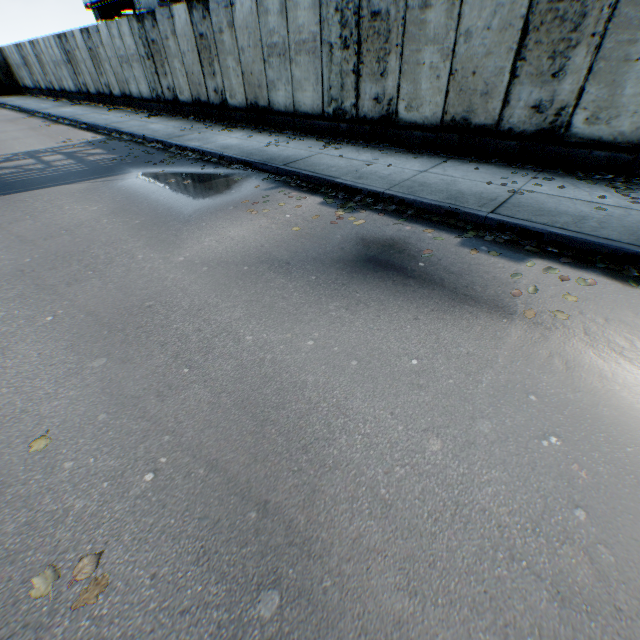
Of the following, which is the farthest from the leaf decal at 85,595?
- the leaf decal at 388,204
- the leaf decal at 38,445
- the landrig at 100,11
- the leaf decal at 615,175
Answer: the landrig at 100,11

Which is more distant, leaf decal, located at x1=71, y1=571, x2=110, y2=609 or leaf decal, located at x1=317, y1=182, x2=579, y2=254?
leaf decal, located at x1=317, y1=182, x2=579, y2=254

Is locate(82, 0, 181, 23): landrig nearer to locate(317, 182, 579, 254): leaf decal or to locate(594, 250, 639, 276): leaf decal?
locate(317, 182, 579, 254): leaf decal

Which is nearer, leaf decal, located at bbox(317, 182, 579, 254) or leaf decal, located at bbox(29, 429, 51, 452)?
leaf decal, located at bbox(29, 429, 51, 452)

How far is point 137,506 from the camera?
2.10m

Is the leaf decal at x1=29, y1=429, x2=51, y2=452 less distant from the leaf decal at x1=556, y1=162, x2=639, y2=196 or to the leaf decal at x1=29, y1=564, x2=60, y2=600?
the leaf decal at x1=29, y1=564, x2=60, y2=600

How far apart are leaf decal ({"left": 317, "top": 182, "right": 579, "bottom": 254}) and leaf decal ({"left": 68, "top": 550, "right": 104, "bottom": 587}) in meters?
4.6 m

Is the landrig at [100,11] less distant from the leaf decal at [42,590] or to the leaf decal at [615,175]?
the leaf decal at [615,175]
